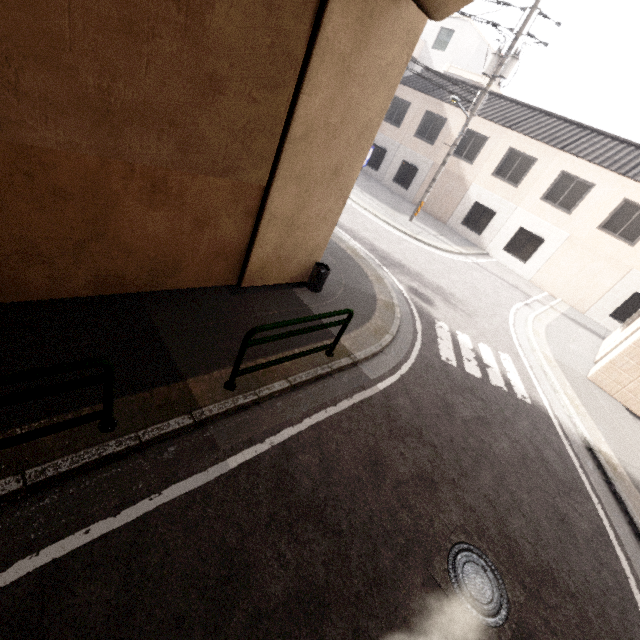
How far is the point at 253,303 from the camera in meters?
6.1 m

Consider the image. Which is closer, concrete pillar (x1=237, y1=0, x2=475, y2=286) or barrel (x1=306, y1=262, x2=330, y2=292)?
concrete pillar (x1=237, y1=0, x2=475, y2=286)

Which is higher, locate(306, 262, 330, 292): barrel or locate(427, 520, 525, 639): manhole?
locate(306, 262, 330, 292): barrel

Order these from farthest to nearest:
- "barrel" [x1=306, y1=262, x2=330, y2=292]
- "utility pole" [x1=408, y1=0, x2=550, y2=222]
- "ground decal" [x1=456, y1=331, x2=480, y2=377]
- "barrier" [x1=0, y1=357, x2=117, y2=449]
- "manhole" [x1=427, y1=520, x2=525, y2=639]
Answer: "utility pole" [x1=408, y1=0, x2=550, y2=222], "ground decal" [x1=456, y1=331, x2=480, y2=377], "barrel" [x1=306, y1=262, x2=330, y2=292], "manhole" [x1=427, y1=520, x2=525, y2=639], "barrier" [x1=0, y1=357, x2=117, y2=449]

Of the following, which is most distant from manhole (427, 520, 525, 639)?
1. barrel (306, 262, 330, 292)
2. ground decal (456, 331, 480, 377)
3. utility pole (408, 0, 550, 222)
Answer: utility pole (408, 0, 550, 222)

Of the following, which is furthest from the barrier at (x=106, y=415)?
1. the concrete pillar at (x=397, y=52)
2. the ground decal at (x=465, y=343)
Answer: the ground decal at (x=465, y=343)

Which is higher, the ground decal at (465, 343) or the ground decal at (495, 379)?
the ground decal at (465, 343)

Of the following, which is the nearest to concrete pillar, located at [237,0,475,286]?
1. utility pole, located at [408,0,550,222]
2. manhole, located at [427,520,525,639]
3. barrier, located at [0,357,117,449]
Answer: barrier, located at [0,357,117,449]
